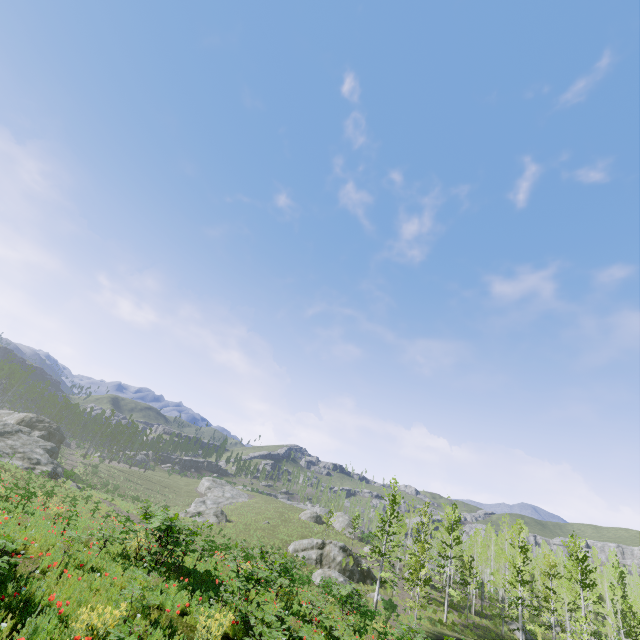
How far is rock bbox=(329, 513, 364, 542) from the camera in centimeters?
5347cm

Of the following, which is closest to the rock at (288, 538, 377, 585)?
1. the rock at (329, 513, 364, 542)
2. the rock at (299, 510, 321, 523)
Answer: the rock at (329, 513, 364, 542)

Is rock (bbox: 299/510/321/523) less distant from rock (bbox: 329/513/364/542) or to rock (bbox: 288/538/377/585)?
rock (bbox: 329/513/364/542)

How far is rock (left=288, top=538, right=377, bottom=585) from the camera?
31.3m

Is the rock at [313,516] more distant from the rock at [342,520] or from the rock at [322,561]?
the rock at [322,561]

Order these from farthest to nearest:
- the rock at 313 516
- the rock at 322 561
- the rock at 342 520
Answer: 1. the rock at 313 516
2. the rock at 342 520
3. the rock at 322 561

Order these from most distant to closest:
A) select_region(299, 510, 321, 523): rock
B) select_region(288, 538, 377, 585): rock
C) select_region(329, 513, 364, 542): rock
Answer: select_region(299, 510, 321, 523): rock → select_region(329, 513, 364, 542): rock → select_region(288, 538, 377, 585): rock

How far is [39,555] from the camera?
7.6 meters
